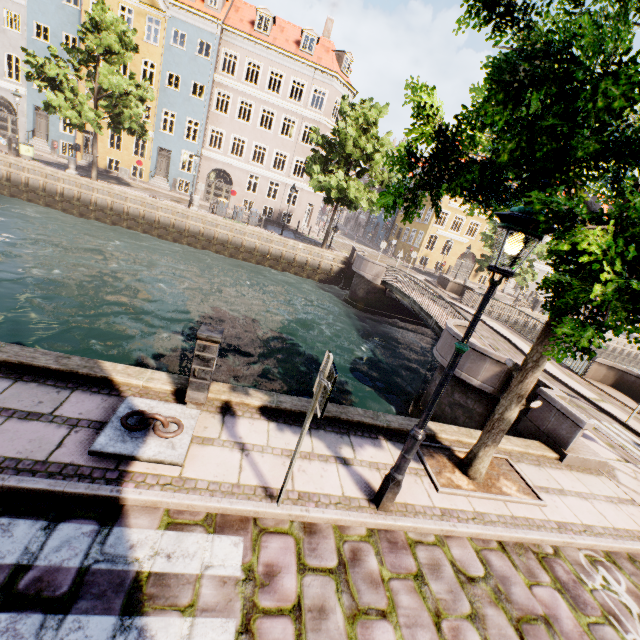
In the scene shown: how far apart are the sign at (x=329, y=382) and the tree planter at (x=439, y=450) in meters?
2.7 m

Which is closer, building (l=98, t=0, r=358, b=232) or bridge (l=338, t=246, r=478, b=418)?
bridge (l=338, t=246, r=478, b=418)

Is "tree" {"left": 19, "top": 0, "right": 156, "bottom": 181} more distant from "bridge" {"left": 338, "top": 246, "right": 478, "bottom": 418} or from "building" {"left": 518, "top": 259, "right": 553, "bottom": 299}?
"building" {"left": 518, "top": 259, "right": 553, "bottom": 299}

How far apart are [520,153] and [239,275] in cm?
1872

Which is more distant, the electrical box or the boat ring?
the electrical box

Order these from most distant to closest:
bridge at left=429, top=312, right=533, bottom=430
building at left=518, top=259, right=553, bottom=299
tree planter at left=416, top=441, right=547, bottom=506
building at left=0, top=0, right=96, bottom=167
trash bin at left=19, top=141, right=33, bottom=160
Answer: building at left=518, top=259, right=553, bottom=299 → building at left=0, top=0, right=96, bottom=167 → trash bin at left=19, top=141, right=33, bottom=160 → bridge at left=429, top=312, right=533, bottom=430 → tree planter at left=416, top=441, right=547, bottom=506

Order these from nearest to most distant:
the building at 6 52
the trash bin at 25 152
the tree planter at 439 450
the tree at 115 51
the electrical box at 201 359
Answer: the electrical box at 201 359
the tree planter at 439 450
the tree at 115 51
the trash bin at 25 152
the building at 6 52

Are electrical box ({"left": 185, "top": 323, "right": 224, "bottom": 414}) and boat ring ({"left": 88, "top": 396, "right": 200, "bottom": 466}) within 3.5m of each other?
yes
